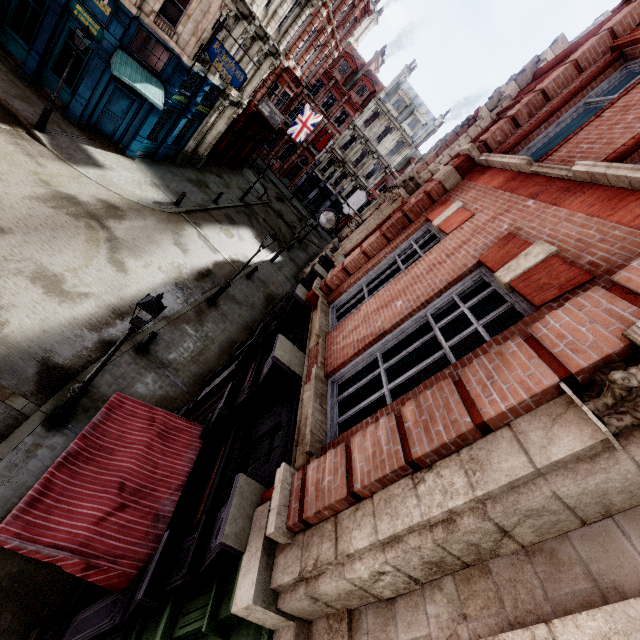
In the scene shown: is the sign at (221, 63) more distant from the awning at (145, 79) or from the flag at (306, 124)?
the flag at (306, 124)

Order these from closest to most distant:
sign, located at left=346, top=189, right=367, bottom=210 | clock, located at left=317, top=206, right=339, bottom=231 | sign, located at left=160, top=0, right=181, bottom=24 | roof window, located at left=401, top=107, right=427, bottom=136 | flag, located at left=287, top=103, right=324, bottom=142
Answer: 1. clock, located at left=317, top=206, right=339, bottom=231
2. sign, located at left=160, top=0, right=181, bottom=24
3. sign, located at left=346, top=189, right=367, bottom=210
4. flag, located at left=287, top=103, right=324, bottom=142
5. roof window, located at left=401, top=107, right=427, bottom=136

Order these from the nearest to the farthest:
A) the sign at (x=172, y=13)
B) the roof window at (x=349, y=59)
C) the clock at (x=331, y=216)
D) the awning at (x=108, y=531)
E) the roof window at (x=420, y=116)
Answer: the awning at (x=108, y=531)
the clock at (x=331, y=216)
the sign at (x=172, y=13)
the roof window at (x=349, y=59)
the roof window at (x=420, y=116)

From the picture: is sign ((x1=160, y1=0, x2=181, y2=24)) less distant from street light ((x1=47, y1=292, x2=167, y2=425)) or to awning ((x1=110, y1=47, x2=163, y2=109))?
awning ((x1=110, y1=47, x2=163, y2=109))

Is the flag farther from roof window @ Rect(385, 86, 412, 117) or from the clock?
the clock

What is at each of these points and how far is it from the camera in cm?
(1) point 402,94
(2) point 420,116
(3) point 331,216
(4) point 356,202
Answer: (1) roof window, 4159
(2) roof window, 4212
(3) clock, 1428
(4) sign, 2805

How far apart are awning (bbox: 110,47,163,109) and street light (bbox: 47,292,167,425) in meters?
14.4 m

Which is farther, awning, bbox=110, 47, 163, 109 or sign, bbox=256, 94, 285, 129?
sign, bbox=256, 94, 285, 129
